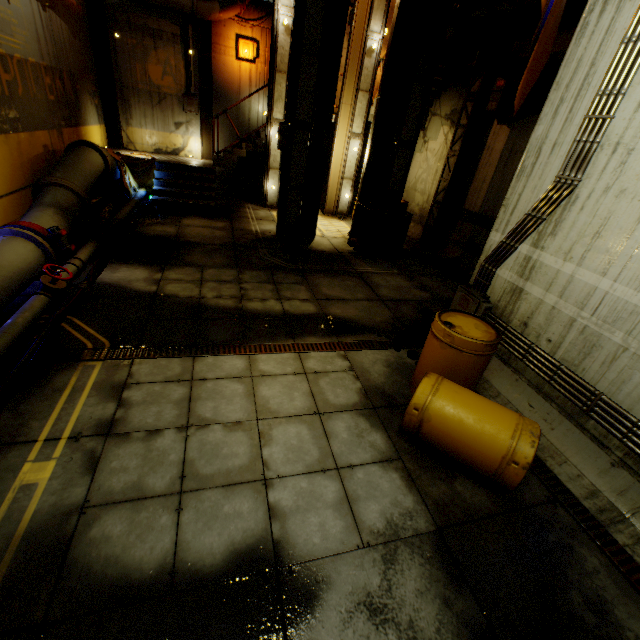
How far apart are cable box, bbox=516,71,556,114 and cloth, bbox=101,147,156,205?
10.71m

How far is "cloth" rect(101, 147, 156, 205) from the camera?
9.9 meters

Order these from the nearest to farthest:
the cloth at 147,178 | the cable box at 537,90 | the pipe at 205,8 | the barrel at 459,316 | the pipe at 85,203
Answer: the barrel at 459,316 → the pipe at 85,203 → the cable box at 537,90 → the cloth at 147,178 → the pipe at 205,8

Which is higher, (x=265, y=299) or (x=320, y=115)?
(x=320, y=115)

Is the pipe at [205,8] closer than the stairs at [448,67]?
No

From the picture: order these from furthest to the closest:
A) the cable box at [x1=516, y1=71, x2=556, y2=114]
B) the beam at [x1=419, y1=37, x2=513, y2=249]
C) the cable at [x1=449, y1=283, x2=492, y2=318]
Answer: the beam at [x1=419, y1=37, x2=513, y2=249]
the cable box at [x1=516, y1=71, x2=556, y2=114]
the cable at [x1=449, y1=283, x2=492, y2=318]

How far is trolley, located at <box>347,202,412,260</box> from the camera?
8.8 meters

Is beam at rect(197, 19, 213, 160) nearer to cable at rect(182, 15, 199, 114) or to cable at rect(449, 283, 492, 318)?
cable at rect(182, 15, 199, 114)
